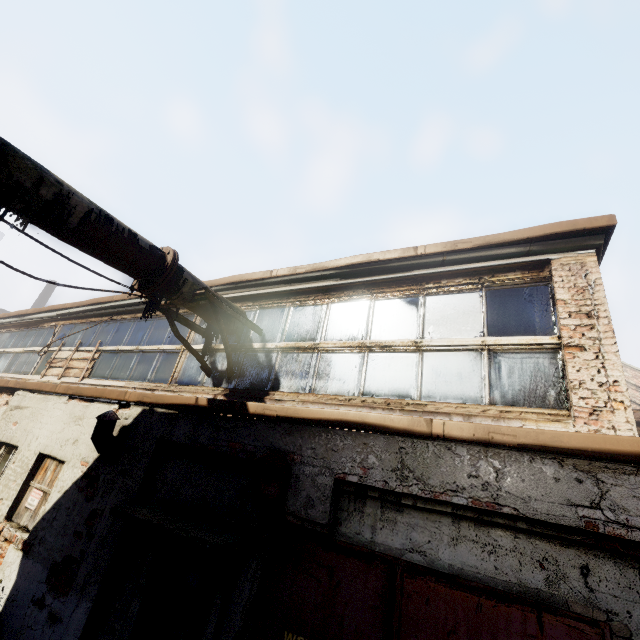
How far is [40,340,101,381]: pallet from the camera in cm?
763

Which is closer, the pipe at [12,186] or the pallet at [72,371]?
the pipe at [12,186]

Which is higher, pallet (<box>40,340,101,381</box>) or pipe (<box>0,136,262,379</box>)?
pipe (<box>0,136,262,379</box>)

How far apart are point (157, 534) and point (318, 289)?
3.8 meters

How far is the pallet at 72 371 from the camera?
7.6 meters

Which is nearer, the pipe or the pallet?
the pipe
